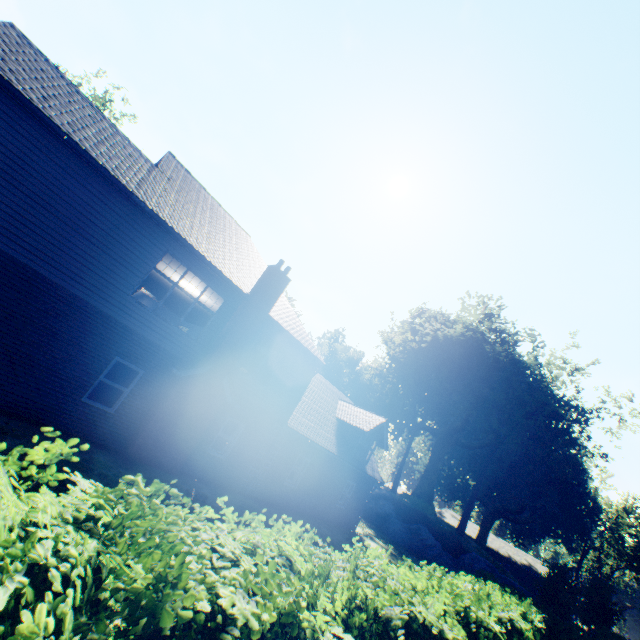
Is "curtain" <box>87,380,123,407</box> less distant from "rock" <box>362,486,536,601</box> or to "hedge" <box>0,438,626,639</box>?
"hedge" <box>0,438,626,639</box>

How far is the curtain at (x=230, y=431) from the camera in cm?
1364

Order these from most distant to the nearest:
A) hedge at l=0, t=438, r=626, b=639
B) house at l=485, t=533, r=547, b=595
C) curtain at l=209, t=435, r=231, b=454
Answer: house at l=485, t=533, r=547, b=595 < curtain at l=209, t=435, r=231, b=454 < hedge at l=0, t=438, r=626, b=639

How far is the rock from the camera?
26.00m

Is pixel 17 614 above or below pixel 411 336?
below

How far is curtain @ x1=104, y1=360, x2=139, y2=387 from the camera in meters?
10.5

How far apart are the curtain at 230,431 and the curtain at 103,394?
3.92m

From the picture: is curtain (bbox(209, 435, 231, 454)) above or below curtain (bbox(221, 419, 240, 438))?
below
